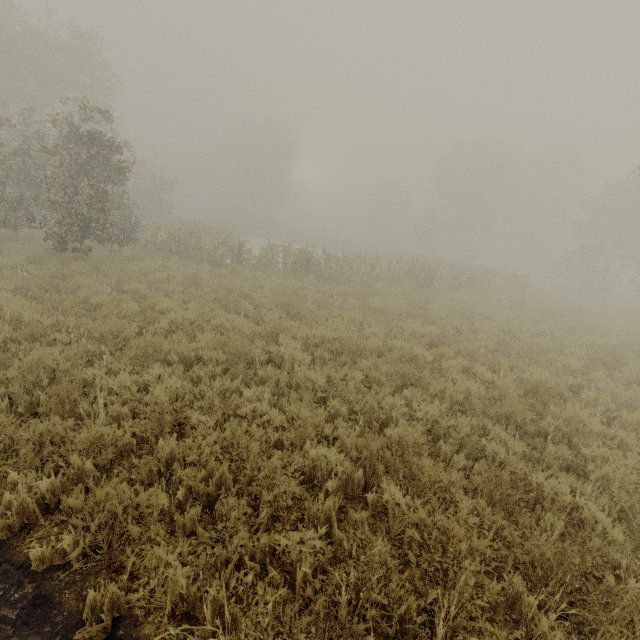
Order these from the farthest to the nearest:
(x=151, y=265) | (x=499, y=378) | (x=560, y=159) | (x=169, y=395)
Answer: (x=560, y=159), (x=151, y=265), (x=499, y=378), (x=169, y=395)
